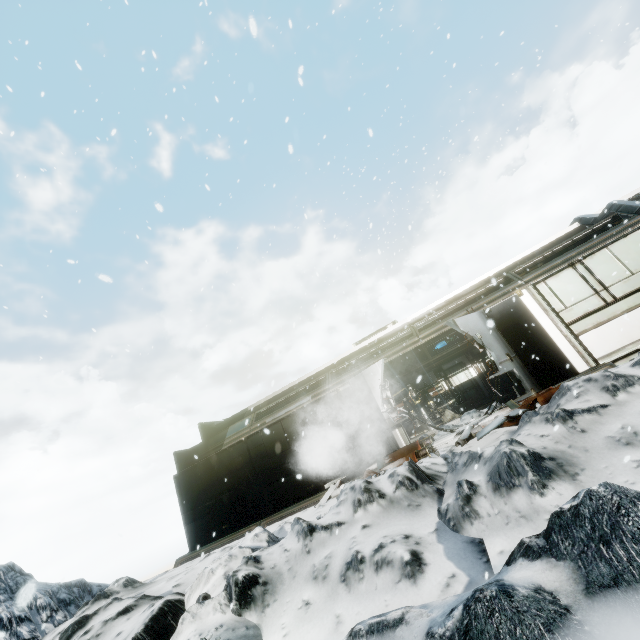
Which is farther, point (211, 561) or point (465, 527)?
point (211, 561)

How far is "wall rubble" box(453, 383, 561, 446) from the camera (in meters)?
7.26

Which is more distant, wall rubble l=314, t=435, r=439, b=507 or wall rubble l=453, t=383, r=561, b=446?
wall rubble l=314, t=435, r=439, b=507

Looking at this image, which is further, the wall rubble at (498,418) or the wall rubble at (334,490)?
the wall rubble at (334,490)

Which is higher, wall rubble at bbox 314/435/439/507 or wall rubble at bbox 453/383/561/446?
wall rubble at bbox 314/435/439/507

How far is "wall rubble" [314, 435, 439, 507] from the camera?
8.02m

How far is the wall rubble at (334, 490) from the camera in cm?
802
